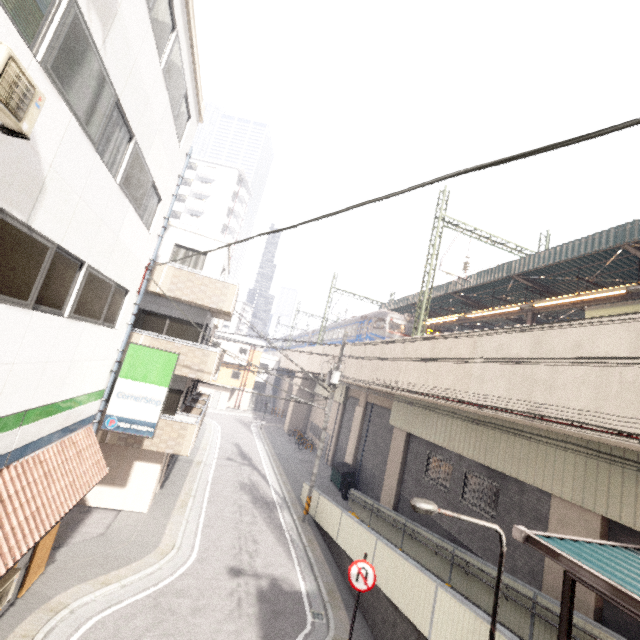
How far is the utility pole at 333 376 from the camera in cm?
1568

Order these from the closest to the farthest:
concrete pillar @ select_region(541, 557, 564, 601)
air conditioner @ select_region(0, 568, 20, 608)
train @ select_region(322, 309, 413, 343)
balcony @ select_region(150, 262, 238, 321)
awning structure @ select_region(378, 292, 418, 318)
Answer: air conditioner @ select_region(0, 568, 20, 608) < concrete pillar @ select_region(541, 557, 564, 601) < balcony @ select_region(150, 262, 238, 321) < train @ select_region(322, 309, 413, 343) < awning structure @ select_region(378, 292, 418, 318)

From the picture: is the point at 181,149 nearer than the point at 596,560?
No

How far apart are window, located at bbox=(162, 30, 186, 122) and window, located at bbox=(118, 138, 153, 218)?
1.7m

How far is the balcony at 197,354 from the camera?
12.74m

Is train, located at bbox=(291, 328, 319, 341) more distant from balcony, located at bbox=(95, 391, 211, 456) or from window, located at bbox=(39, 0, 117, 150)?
window, located at bbox=(39, 0, 117, 150)

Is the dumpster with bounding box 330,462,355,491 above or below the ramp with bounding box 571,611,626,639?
below

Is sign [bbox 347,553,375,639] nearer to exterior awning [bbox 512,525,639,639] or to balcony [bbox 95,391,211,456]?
exterior awning [bbox 512,525,639,639]
